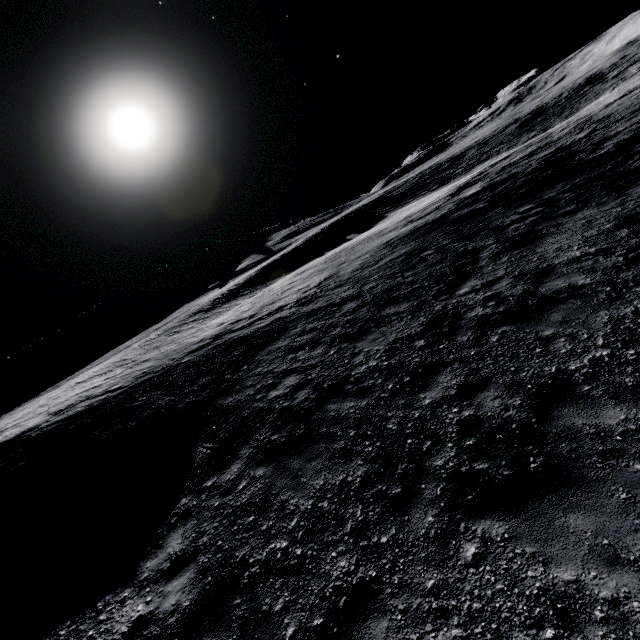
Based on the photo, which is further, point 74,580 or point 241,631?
point 74,580
